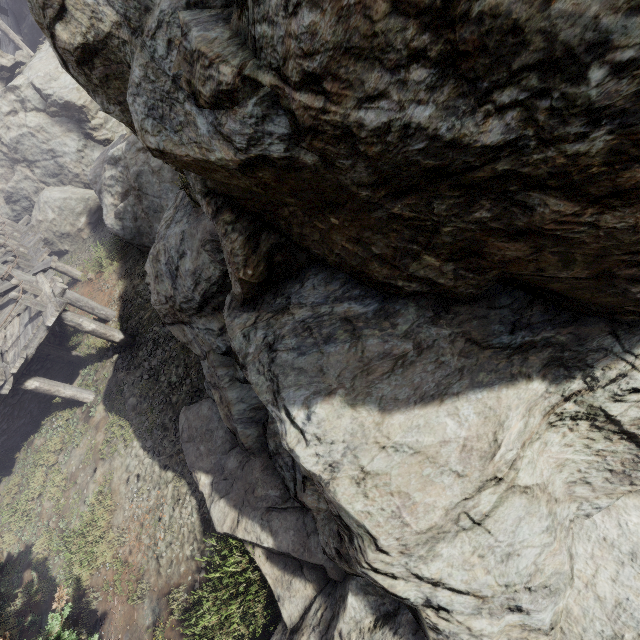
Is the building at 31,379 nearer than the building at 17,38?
Yes

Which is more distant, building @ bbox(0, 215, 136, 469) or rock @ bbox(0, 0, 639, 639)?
building @ bbox(0, 215, 136, 469)

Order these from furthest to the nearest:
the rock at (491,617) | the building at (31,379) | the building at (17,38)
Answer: the building at (17,38)
the building at (31,379)
the rock at (491,617)

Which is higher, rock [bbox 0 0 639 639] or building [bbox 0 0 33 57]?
building [bbox 0 0 33 57]

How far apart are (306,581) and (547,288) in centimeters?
492cm

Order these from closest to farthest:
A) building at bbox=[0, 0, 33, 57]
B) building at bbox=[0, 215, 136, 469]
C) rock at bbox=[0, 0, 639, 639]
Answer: rock at bbox=[0, 0, 639, 639] < building at bbox=[0, 215, 136, 469] < building at bbox=[0, 0, 33, 57]

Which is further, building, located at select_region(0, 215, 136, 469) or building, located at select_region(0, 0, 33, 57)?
building, located at select_region(0, 0, 33, 57)
